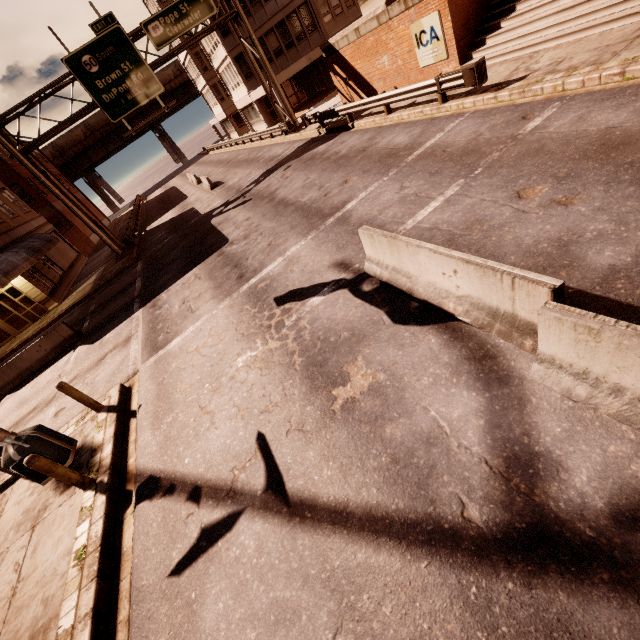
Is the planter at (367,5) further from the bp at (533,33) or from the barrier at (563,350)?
the barrier at (563,350)

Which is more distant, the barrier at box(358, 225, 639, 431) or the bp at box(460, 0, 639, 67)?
the bp at box(460, 0, 639, 67)

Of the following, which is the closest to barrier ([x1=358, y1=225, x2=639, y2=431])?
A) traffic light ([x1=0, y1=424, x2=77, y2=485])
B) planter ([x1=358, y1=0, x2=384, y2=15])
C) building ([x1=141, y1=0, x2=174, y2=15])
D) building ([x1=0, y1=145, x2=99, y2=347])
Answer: traffic light ([x1=0, y1=424, x2=77, y2=485])

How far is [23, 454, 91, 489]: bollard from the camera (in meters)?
5.92

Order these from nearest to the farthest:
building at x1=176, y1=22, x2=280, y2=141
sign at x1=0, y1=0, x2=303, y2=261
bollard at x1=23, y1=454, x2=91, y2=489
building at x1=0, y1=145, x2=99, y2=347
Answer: bollard at x1=23, y1=454, x2=91, y2=489 → sign at x1=0, y1=0, x2=303, y2=261 → building at x1=0, y1=145, x2=99, y2=347 → building at x1=176, y1=22, x2=280, y2=141

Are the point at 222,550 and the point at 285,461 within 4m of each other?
yes

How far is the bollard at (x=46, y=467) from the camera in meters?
5.9 m

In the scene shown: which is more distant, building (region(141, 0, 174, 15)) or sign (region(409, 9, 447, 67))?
building (region(141, 0, 174, 15))
